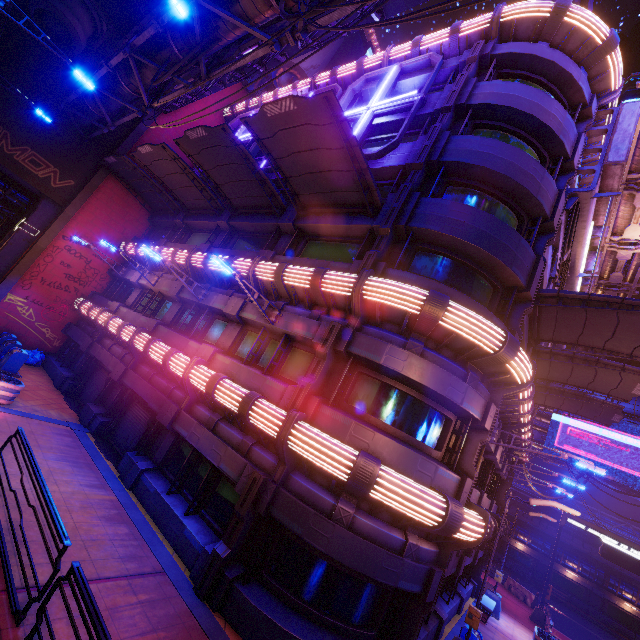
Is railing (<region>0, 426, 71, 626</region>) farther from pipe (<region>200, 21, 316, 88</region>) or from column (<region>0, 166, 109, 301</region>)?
column (<region>0, 166, 109, 301</region>)

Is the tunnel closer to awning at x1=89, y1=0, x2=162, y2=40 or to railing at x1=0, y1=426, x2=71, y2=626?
awning at x1=89, y1=0, x2=162, y2=40

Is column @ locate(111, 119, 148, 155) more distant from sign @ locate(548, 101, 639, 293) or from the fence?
the fence

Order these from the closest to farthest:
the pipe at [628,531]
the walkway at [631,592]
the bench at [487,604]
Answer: the bench at [487,604] → the walkway at [631,592] → the pipe at [628,531]

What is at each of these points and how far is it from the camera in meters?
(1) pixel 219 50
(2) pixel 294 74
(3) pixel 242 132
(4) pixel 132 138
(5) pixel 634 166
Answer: (1) pipe, 13.3
(2) satellite dish, 24.0
(3) neon sign, 21.8
(4) column, 21.5
(5) pipe, 17.3

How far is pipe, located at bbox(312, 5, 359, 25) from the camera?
8.0m

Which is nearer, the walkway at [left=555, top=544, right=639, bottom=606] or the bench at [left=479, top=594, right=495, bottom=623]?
the bench at [left=479, top=594, right=495, bottom=623]

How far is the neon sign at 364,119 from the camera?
13.0m
